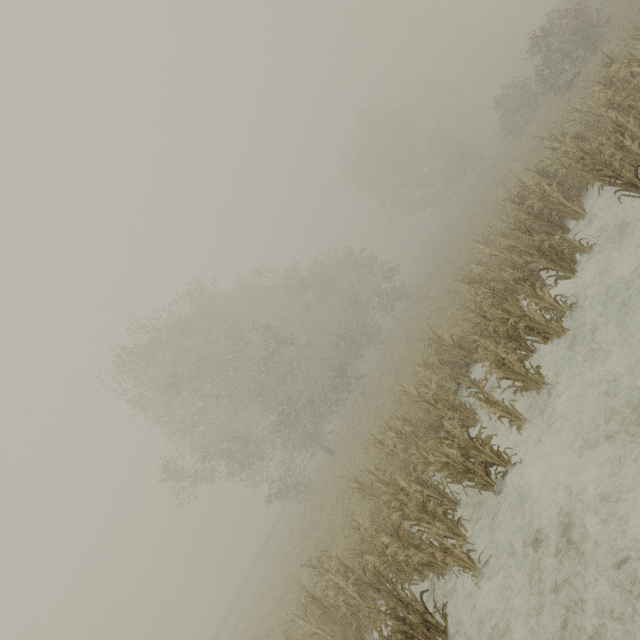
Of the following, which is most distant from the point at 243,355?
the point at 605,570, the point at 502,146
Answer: the point at 502,146

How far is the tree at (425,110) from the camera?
39.72m

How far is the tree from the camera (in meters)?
39.72
